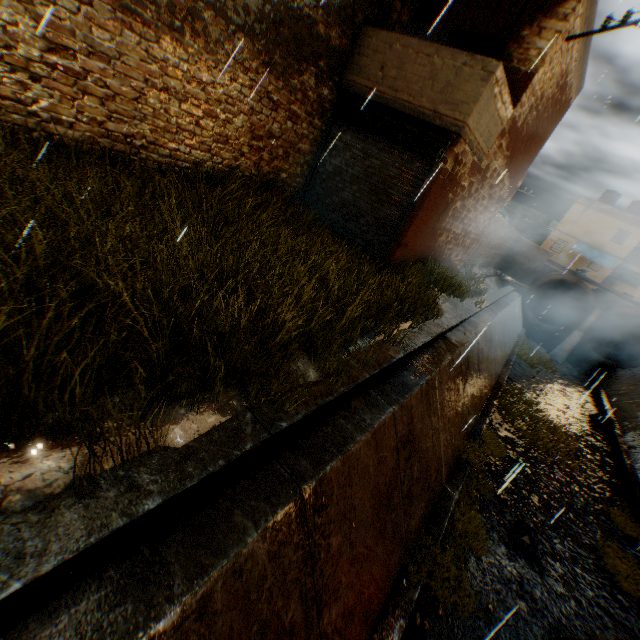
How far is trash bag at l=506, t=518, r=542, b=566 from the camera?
6.6m

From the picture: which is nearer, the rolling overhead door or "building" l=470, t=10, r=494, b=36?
the rolling overhead door

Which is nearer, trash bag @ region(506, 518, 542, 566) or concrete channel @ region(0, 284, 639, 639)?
concrete channel @ region(0, 284, 639, 639)

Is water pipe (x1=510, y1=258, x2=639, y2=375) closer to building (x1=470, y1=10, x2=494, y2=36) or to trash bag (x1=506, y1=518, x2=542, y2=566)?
building (x1=470, y1=10, x2=494, y2=36)

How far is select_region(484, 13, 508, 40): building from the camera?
8.05m

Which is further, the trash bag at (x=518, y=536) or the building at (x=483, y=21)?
the building at (x=483, y=21)

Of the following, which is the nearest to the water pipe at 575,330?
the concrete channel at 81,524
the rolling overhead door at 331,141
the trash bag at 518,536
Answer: the concrete channel at 81,524

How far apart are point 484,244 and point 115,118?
16.75m
